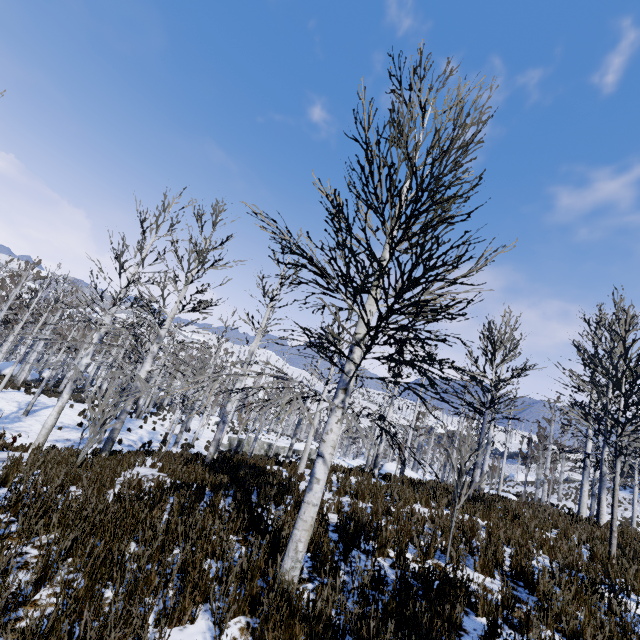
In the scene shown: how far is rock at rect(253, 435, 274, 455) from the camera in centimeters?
3172cm

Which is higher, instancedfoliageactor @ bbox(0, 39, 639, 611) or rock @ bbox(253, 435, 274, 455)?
instancedfoliageactor @ bbox(0, 39, 639, 611)

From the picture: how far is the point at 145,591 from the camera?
2.57m

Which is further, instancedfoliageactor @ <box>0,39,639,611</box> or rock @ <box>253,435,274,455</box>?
rock @ <box>253,435,274,455</box>

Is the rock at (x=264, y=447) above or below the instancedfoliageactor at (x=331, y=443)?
below

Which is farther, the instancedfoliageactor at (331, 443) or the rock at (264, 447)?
the rock at (264, 447)
